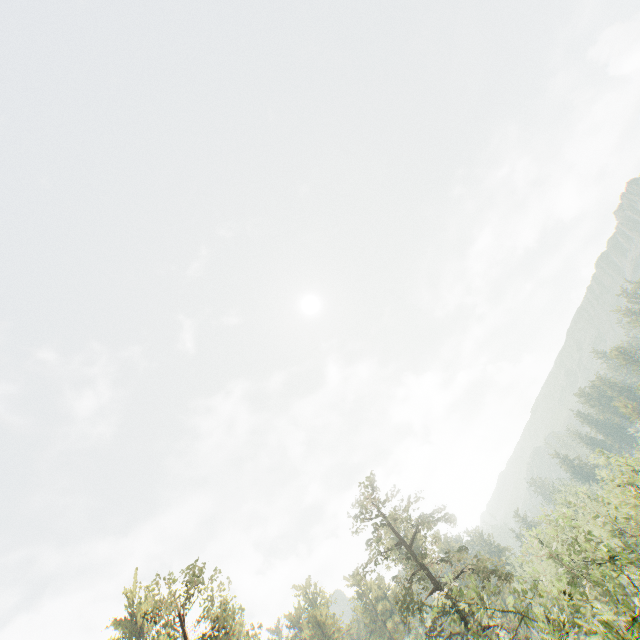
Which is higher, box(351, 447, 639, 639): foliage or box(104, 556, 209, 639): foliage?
box(104, 556, 209, 639): foliage

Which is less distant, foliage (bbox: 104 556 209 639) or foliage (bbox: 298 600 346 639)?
foliage (bbox: 104 556 209 639)

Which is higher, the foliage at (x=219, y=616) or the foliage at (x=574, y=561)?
the foliage at (x=219, y=616)

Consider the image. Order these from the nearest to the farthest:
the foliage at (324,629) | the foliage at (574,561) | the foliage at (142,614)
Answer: the foliage at (574,561) < the foliage at (142,614) < the foliage at (324,629)

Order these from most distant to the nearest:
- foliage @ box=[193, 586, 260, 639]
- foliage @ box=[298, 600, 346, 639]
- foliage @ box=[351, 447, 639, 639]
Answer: foliage @ box=[298, 600, 346, 639]
foliage @ box=[193, 586, 260, 639]
foliage @ box=[351, 447, 639, 639]

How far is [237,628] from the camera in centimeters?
4328cm
